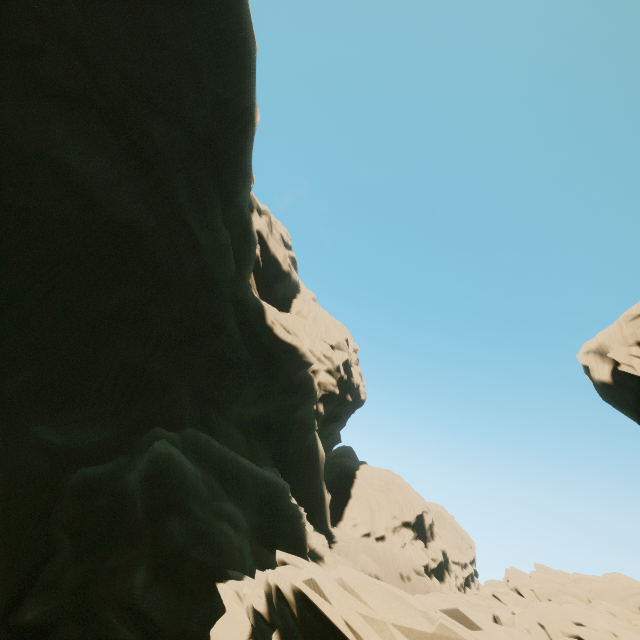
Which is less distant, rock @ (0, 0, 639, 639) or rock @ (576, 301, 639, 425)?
rock @ (0, 0, 639, 639)

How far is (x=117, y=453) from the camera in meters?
15.9

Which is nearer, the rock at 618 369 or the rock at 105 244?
the rock at 105 244
